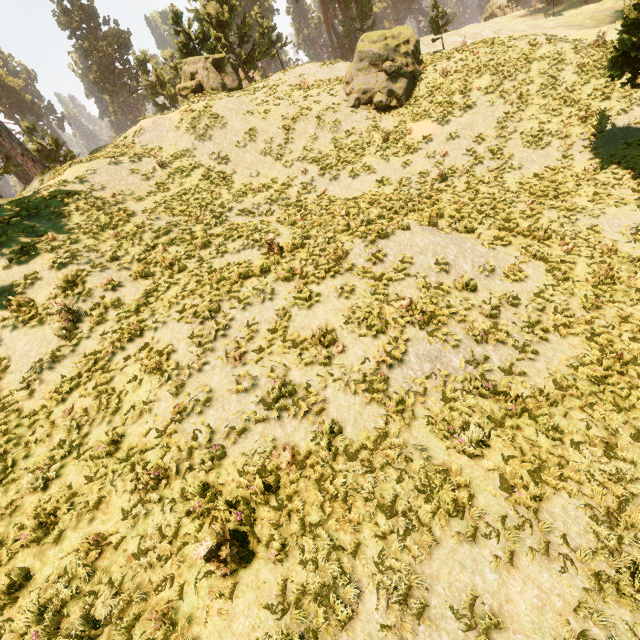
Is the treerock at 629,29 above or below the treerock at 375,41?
below

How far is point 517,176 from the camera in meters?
15.2 m

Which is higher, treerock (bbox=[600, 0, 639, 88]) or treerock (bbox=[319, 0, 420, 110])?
treerock (bbox=[319, 0, 420, 110])

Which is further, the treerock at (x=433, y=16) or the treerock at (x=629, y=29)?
the treerock at (x=433, y=16)

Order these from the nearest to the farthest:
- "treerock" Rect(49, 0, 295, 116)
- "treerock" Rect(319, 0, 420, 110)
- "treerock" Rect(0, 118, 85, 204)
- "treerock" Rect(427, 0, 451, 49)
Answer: "treerock" Rect(319, 0, 420, 110)
"treerock" Rect(0, 118, 85, 204)
"treerock" Rect(49, 0, 295, 116)
"treerock" Rect(427, 0, 451, 49)

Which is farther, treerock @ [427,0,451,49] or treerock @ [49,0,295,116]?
treerock @ [427,0,451,49]
